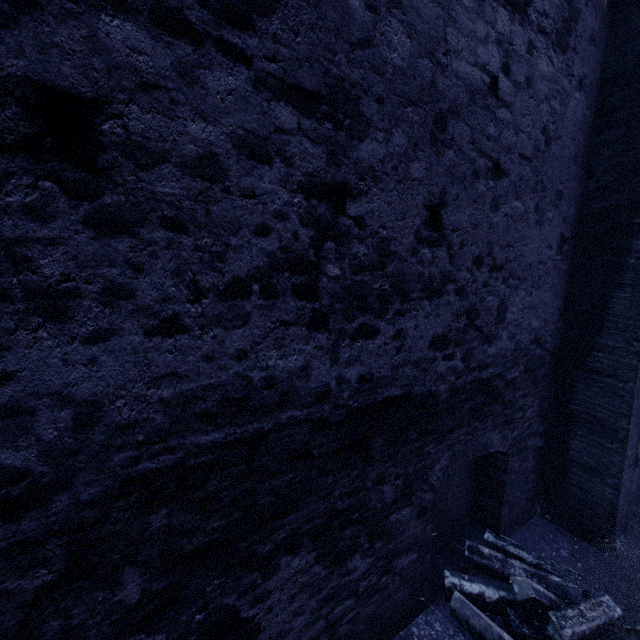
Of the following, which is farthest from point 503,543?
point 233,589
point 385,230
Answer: point 385,230

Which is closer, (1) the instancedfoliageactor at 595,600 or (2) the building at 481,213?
(2) the building at 481,213

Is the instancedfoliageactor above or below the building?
below

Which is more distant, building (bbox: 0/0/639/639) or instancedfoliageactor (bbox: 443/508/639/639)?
instancedfoliageactor (bbox: 443/508/639/639)

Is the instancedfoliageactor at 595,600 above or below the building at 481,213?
below
